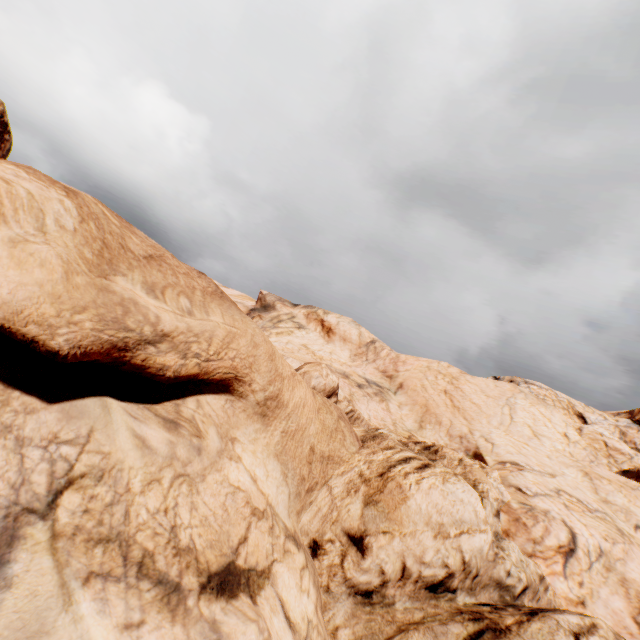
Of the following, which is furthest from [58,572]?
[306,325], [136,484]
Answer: [306,325]
